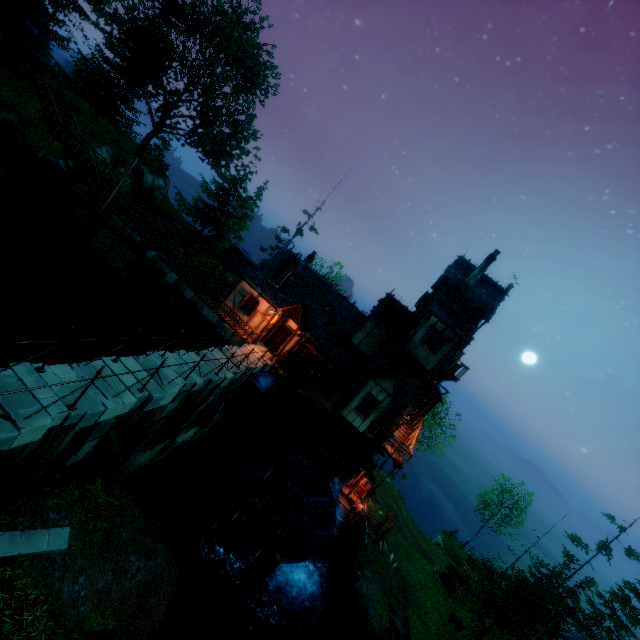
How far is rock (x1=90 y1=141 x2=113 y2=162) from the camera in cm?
2817

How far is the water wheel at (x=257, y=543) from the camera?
19.2 meters

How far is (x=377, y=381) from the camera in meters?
19.4

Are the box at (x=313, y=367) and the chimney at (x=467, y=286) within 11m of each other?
yes

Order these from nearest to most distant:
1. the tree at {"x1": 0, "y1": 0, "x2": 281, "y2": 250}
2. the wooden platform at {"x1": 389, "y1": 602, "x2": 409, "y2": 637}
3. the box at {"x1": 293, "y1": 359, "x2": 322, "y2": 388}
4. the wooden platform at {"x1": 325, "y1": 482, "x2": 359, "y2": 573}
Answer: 1. the wooden platform at {"x1": 325, "y1": 482, "x2": 359, "y2": 573}
2. the box at {"x1": 293, "y1": 359, "x2": 322, "y2": 388}
3. the wooden platform at {"x1": 389, "y1": 602, "x2": 409, "y2": 637}
4. the tree at {"x1": 0, "y1": 0, "x2": 281, "y2": 250}

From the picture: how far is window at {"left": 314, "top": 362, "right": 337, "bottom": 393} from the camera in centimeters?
2141cm

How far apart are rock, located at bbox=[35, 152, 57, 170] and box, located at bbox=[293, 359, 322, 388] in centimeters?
2260cm

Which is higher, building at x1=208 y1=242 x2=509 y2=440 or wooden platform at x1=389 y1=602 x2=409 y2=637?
building at x1=208 y1=242 x2=509 y2=440
